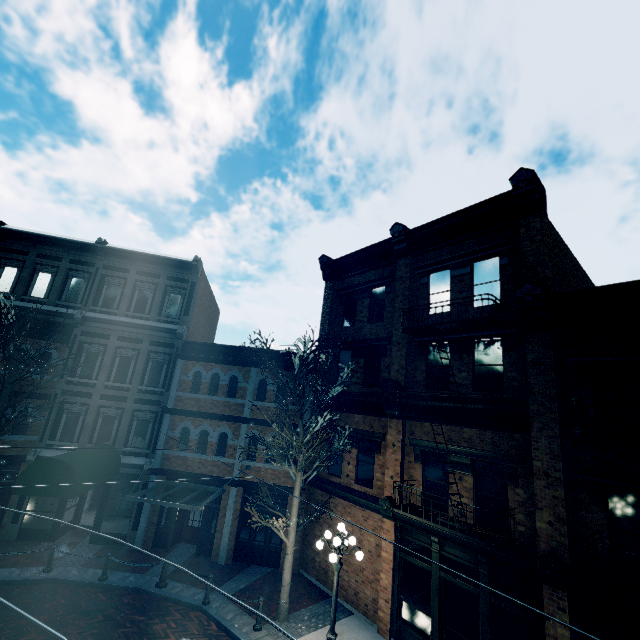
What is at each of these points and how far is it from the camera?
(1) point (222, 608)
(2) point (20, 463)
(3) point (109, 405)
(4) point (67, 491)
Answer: (1) z, 11.2m
(2) building, 14.8m
(3) building, 16.0m
(4) awning, 11.5m

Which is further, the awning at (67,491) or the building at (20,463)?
the building at (20,463)

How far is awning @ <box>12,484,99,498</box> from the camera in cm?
1121

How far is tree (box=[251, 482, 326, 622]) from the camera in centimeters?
1090cm

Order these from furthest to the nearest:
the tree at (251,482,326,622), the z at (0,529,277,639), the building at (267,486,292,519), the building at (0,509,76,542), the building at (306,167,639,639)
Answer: the building at (267,486,292,519) → the building at (0,509,76,542) → the tree at (251,482,326,622) → the z at (0,529,277,639) → the building at (306,167,639,639)

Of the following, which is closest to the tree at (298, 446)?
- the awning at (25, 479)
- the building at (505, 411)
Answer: the building at (505, 411)

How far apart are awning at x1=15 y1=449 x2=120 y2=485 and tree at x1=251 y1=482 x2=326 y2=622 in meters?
7.0 m

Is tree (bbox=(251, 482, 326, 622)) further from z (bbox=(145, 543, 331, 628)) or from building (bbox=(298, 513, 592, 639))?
building (bbox=(298, 513, 592, 639))
